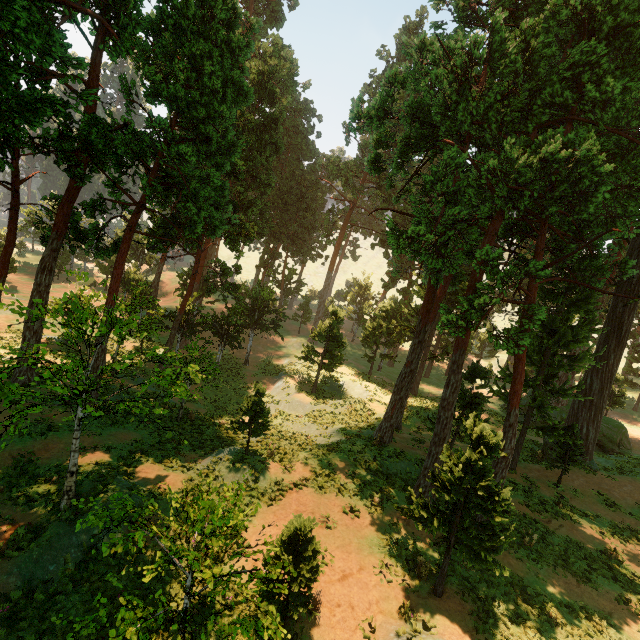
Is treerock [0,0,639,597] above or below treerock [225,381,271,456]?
above

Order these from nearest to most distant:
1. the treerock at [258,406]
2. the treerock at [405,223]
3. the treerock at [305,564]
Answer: the treerock at [305,564] < the treerock at [405,223] < the treerock at [258,406]

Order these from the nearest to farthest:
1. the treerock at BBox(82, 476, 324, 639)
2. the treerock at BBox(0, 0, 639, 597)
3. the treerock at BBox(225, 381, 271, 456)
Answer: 1. the treerock at BBox(82, 476, 324, 639)
2. the treerock at BBox(0, 0, 639, 597)
3. the treerock at BBox(225, 381, 271, 456)

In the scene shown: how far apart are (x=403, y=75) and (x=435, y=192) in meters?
5.7

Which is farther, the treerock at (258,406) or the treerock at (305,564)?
the treerock at (258,406)

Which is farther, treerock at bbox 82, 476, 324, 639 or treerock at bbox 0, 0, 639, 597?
treerock at bbox 0, 0, 639, 597
